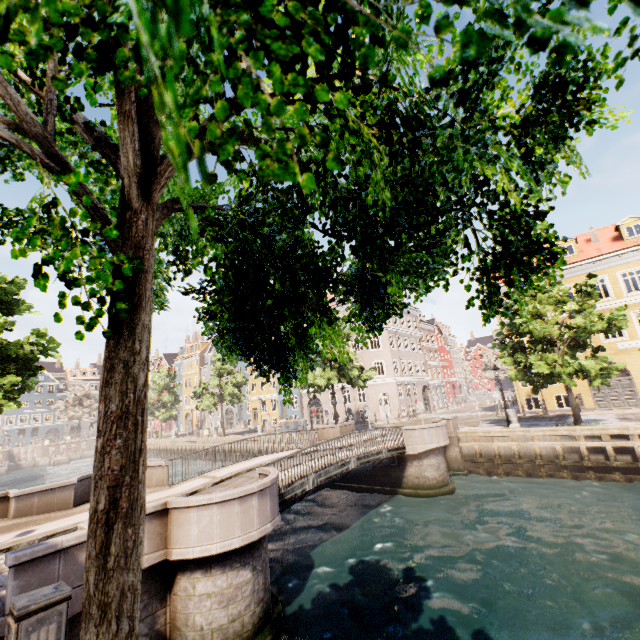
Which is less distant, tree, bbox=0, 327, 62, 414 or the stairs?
tree, bbox=0, 327, 62, 414

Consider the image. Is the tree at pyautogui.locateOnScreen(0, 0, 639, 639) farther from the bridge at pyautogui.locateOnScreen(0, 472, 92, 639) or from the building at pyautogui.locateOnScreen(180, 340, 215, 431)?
the building at pyautogui.locateOnScreen(180, 340, 215, 431)

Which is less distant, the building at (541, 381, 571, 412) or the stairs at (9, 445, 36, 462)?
the building at (541, 381, 571, 412)

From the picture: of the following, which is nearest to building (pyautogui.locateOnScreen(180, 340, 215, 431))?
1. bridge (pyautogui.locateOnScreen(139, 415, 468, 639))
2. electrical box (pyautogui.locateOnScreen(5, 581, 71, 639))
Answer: electrical box (pyautogui.locateOnScreen(5, 581, 71, 639))

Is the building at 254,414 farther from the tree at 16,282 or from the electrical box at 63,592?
the electrical box at 63,592

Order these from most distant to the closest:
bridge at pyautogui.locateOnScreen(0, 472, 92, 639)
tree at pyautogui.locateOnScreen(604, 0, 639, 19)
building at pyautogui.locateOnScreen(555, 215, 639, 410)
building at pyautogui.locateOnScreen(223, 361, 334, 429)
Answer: building at pyautogui.locateOnScreen(223, 361, 334, 429) < building at pyautogui.locateOnScreen(555, 215, 639, 410) < bridge at pyautogui.locateOnScreen(0, 472, 92, 639) < tree at pyautogui.locateOnScreen(604, 0, 639, 19)

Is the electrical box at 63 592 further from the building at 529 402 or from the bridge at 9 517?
the building at 529 402

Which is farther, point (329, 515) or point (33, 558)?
point (329, 515)
